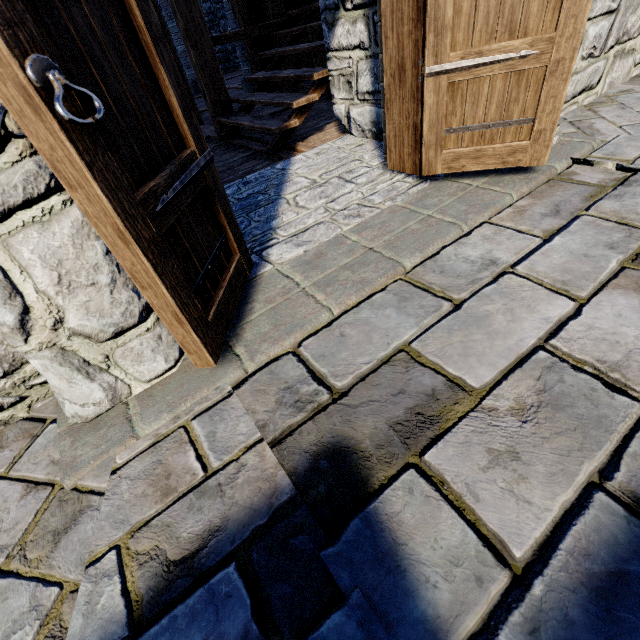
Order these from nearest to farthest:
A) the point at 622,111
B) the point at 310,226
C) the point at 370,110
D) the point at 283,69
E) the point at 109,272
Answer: the point at 109,272
the point at 310,226
the point at 622,111
the point at 370,110
the point at 283,69

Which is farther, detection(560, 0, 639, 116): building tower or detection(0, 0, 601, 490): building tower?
detection(560, 0, 639, 116): building tower

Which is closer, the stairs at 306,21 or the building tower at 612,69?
the building tower at 612,69

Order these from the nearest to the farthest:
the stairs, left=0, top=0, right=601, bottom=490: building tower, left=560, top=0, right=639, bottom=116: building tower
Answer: left=0, top=0, right=601, bottom=490: building tower < left=560, top=0, right=639, bottom=116: building tower < the stairs

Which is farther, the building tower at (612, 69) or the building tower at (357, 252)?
the building tower at (612, 69)

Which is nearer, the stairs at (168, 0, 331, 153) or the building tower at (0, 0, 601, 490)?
the building tower at (0, 0, 601, 490)
